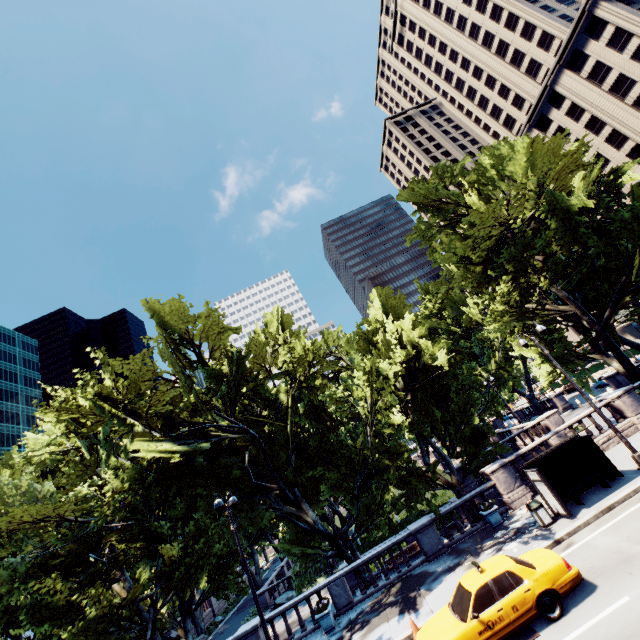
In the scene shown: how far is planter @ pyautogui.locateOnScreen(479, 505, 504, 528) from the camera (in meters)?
16.39

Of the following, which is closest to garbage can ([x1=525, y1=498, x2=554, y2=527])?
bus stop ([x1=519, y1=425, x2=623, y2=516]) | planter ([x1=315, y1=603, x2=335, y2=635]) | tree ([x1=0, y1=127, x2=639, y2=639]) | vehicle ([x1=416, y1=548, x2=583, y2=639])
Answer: bus stop ([x1=519, y1=425, x2=623, y2=516])

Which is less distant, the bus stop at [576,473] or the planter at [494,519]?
the bus stop at [576,473]

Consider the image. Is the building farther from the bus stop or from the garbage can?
the garbage can

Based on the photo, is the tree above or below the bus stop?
above

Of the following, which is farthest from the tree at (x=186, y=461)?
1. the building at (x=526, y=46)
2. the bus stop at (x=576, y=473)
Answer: the building at (x=526, y=46)

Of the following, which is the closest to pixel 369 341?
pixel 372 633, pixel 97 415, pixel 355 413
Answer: pixel 355 413

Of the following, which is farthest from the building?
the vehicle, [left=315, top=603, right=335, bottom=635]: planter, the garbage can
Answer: [left=315, top=603, right=335, bottom=635]: planter
